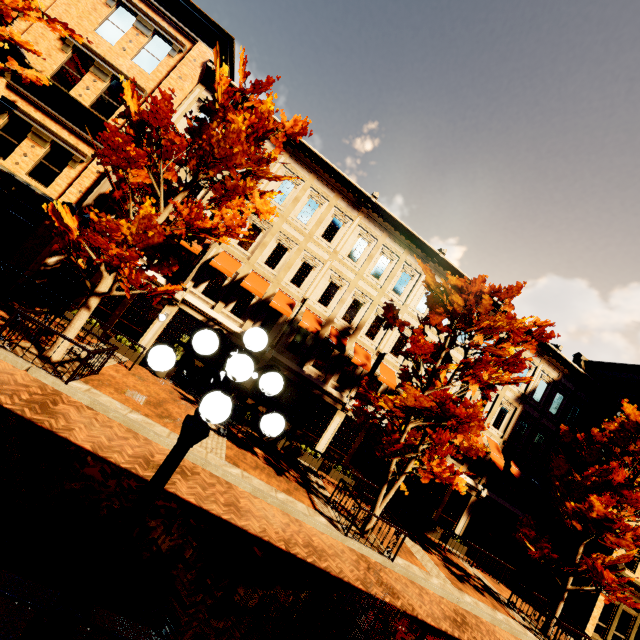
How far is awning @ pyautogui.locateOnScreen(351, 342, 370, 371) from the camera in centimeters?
1631cm

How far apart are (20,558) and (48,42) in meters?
19.6 m

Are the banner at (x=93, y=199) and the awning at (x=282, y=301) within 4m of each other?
no

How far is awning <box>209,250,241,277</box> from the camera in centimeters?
1473cm

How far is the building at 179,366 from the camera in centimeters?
1495cm

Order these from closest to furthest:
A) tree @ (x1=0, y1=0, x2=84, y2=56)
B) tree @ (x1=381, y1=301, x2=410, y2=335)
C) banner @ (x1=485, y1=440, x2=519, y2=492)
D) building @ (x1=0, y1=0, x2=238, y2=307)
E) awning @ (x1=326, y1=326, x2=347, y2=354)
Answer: tree @ (x1=0, y1=0, x2=84, y2=56)
tree @ (x1=381, y1=301, x2=410, y2=335)
building @ (x1=0, y1=0, x2=238, y2=307)
awning @ (x1=326, y1=326, x2=347, y2=354)
banner @ (x1=485, y1=440, x2=519, y2=492)

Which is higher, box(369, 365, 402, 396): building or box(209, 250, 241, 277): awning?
box(209, 250, 241, 277): awning

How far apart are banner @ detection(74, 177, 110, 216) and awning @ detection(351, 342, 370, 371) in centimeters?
1361cm
